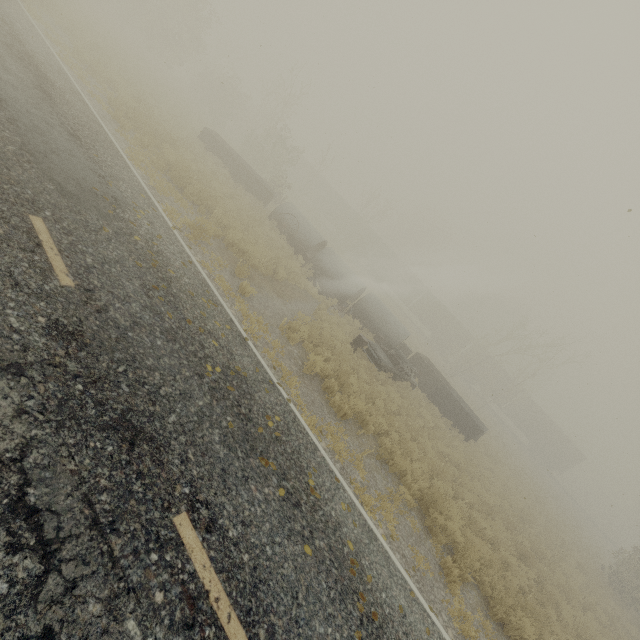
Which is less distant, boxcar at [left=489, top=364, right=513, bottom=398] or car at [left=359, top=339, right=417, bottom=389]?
car at [left=359, top=339, right=417, bottom=389]

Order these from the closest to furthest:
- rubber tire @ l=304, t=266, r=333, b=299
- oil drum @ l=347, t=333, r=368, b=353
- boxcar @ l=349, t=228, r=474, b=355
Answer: oil drum @ l=347, t=333, r=368, b=353 → rubber tire @ l=304, t=266, r=333, b=299 → boxcar @ l=349, t=228, r=474, b=355

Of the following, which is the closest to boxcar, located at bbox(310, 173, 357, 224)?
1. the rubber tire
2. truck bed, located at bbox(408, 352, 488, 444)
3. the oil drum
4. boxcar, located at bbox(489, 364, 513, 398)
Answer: boxcar, located at bbox(489, 364, 513, 398)

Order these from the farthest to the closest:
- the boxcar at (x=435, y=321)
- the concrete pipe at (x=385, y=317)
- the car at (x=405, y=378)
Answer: the boxcar at (x=435, y=321)
the concrete pipe at (x=385, y=317)
the car at (x=405, y=378)

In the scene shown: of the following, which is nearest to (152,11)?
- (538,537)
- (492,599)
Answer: (492,599)

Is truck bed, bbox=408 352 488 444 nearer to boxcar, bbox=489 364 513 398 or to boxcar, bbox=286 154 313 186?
boxcar, bbox=489 364 513 398

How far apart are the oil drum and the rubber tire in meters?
4.3

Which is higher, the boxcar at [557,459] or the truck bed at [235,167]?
the boxcar at [557,459]
